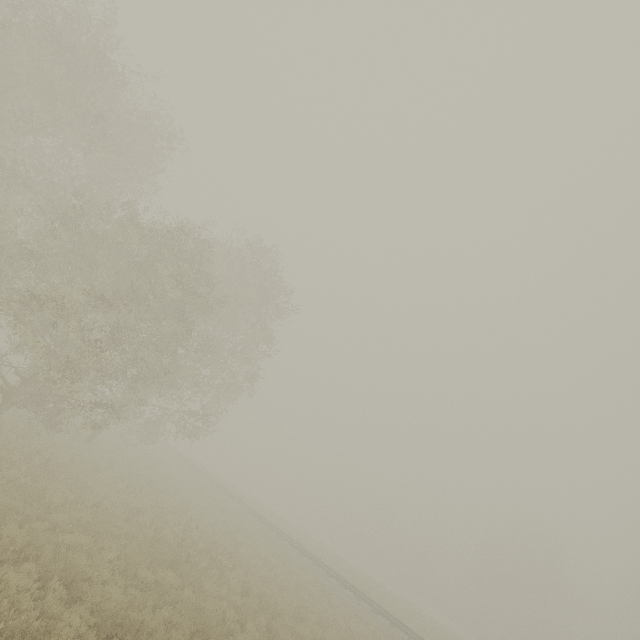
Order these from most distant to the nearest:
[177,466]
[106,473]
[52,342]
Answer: [177,466]
[106,473]
[52,342]

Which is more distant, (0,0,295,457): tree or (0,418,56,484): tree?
(0,0,295,457): tree

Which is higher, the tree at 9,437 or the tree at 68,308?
the tree at 68,308

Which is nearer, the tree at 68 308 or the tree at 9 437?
the tree at 9 437

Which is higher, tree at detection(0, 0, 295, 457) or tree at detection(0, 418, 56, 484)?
tree at detection(0, 0, 295, 457)
